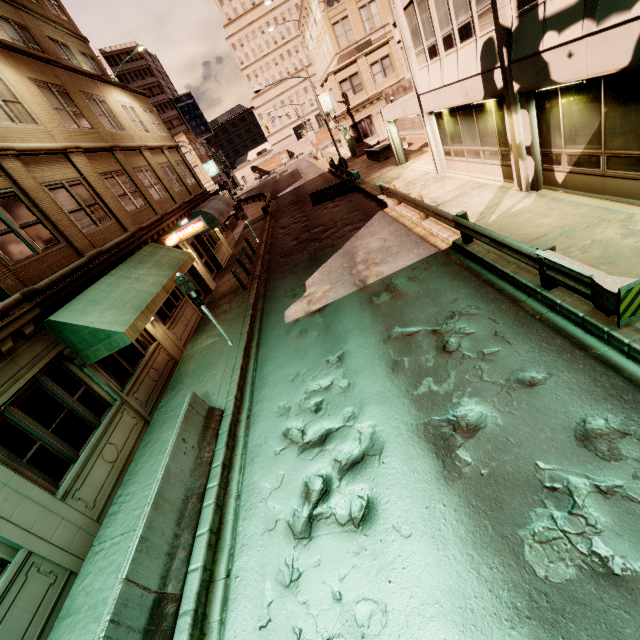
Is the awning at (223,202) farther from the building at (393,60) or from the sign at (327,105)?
the sign at (327,105)

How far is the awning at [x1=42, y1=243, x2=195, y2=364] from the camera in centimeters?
823cm

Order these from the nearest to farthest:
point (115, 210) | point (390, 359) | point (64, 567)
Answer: point (64, 567)
point (390, 359)
point (115, 210)

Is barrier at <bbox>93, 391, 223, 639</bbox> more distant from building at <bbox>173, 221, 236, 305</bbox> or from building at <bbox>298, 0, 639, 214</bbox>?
building at <bbox>298, 0, 639, 214</bbox>

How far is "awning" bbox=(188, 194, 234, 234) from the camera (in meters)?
20.27

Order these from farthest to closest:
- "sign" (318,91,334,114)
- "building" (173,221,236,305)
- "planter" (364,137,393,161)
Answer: "sign" (318,91,334,114)
"planter" (364,137,393,161)
"building" (173,221,236,305)

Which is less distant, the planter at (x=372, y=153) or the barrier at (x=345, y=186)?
the barrier at (x=345, y=186)

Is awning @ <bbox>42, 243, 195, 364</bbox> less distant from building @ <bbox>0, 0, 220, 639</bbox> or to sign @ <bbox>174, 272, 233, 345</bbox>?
building @ <bbox>0, 0, 220, 639</bbox>
